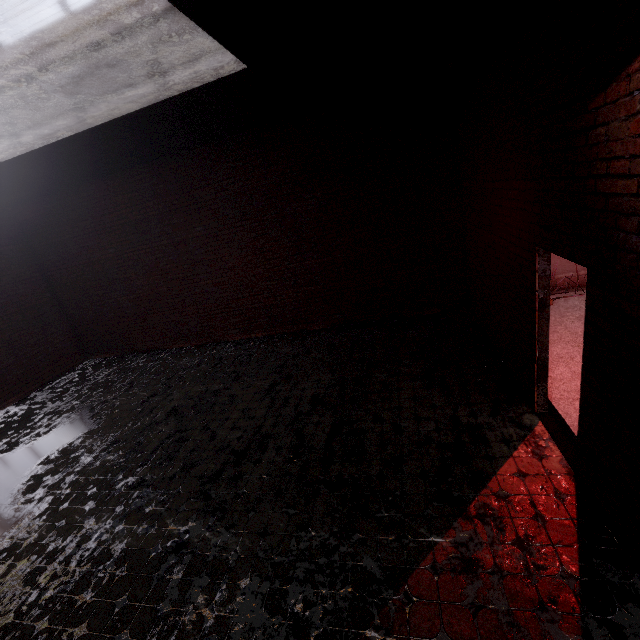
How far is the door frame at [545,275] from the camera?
3.52m

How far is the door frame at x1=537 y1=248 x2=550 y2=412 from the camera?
3.52m

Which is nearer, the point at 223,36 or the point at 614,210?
the point at 614,210
